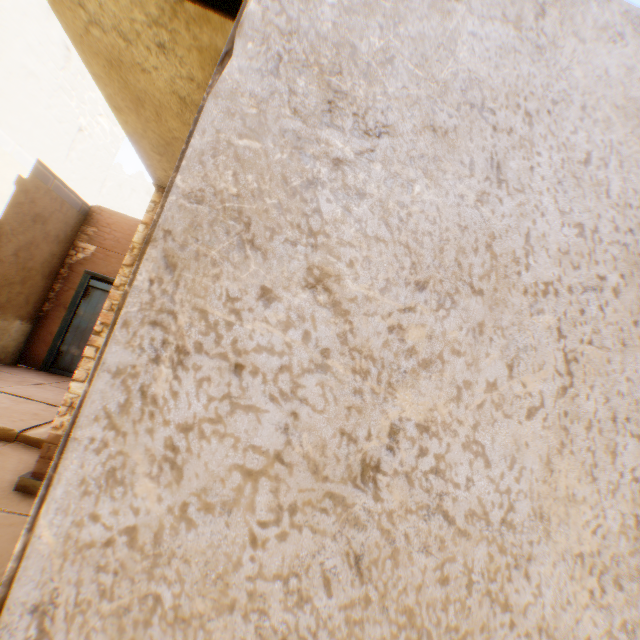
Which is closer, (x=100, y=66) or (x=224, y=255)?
(x=224, y=255)

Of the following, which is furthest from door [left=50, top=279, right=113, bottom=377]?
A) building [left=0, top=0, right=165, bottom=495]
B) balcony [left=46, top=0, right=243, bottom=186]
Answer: balcony [left=46, top=0, right=243, bottom=186]

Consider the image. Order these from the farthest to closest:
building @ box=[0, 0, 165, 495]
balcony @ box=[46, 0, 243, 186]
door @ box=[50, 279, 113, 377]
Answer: door @ box=[50, 279, 113, 377], building @ box=[0, 0, 165, 495], balcony @ box=[46, 0, 243, 186]

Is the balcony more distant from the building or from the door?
the door

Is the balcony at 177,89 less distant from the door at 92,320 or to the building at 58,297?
the building at 58,297

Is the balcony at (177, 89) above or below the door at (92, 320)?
above

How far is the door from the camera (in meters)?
7.48
